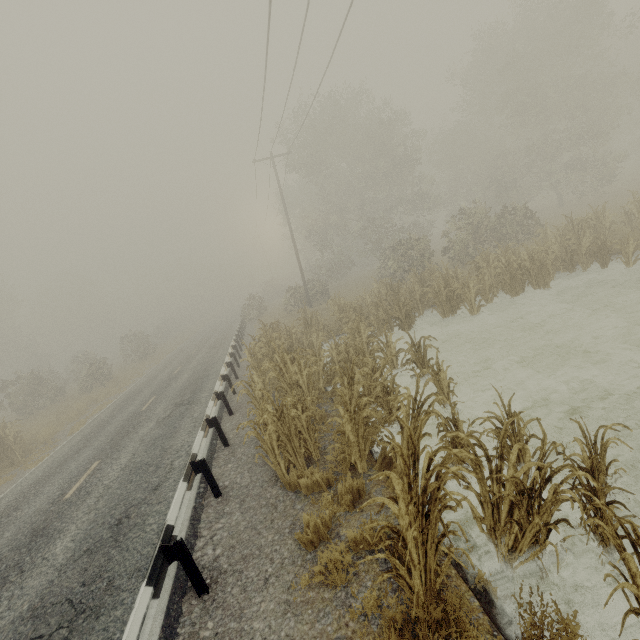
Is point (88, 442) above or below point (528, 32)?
below
